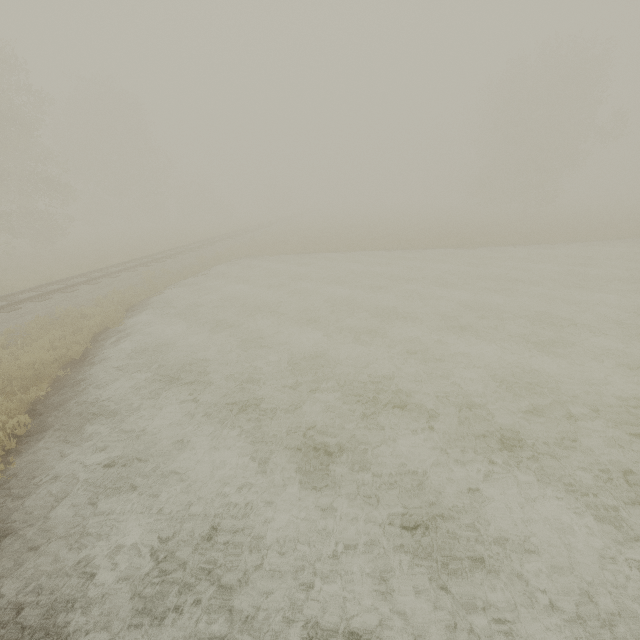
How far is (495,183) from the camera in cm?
4609
